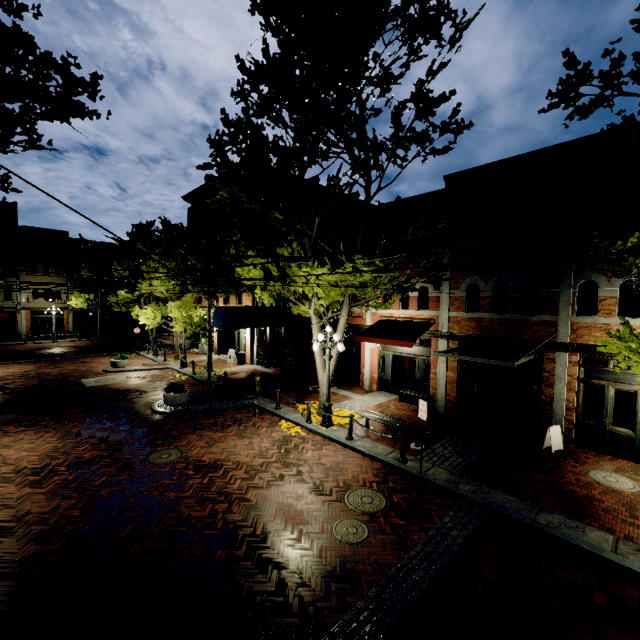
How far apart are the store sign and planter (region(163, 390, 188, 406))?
13.4m

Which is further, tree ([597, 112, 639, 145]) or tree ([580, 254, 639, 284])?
tree ([597, 112, 639, 145])

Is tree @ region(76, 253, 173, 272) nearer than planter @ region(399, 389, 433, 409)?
No

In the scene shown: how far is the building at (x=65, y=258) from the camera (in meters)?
34.56

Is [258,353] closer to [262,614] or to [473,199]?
[473,199]

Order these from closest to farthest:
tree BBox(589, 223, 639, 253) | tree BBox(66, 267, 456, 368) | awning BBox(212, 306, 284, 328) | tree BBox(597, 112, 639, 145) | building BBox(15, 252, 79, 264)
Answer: tree BBox(589, 223, 639, 253) < tree BBox(597, 112, 639, 145) < tree BBox(66, 267, 456, 368) < awning BBox(212, 306, 284, 328) < building BBox(15, 252, 79, 264)

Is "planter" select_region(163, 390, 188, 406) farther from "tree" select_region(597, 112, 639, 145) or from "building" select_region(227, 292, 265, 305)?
"building" select_region(227, 292, 265, 305)

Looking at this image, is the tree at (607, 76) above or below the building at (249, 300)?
above
